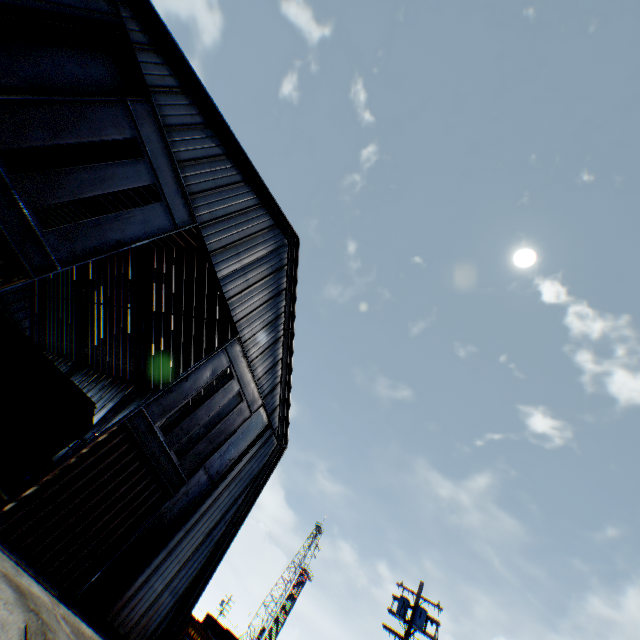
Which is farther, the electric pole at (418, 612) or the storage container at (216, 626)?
the storage container at (216, 626)

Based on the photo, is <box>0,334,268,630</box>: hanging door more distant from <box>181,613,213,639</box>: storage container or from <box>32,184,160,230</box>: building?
<box>181,613,213,639</box>: storage container

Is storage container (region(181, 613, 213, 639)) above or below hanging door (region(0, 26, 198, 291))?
below

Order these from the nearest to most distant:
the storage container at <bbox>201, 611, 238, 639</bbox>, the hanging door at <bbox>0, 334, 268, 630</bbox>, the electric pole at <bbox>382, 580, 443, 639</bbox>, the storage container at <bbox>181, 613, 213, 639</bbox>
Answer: the hanging door at <bbox>0, 334, 268, 630</bbox> < the electric pole at <bbox>382, 580, 443, 639</bbox> < the storage container at <bbox>181, 613, 213, 639</bbox> < the storage container at <bbox>201, 611, 238, 639</bbox>

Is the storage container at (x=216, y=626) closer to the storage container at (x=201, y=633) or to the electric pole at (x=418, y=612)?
the storage container at (x=201, y=633)

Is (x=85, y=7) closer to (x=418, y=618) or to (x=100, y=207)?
(x=100, y=207)

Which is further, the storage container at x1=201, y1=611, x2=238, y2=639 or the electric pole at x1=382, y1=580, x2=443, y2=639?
the storage container at x1=201, y1=611, x2=238, y2=639

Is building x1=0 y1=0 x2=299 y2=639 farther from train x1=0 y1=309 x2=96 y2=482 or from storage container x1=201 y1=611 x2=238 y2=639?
storage container x1=201 y1=611 x2=238 y2=639
